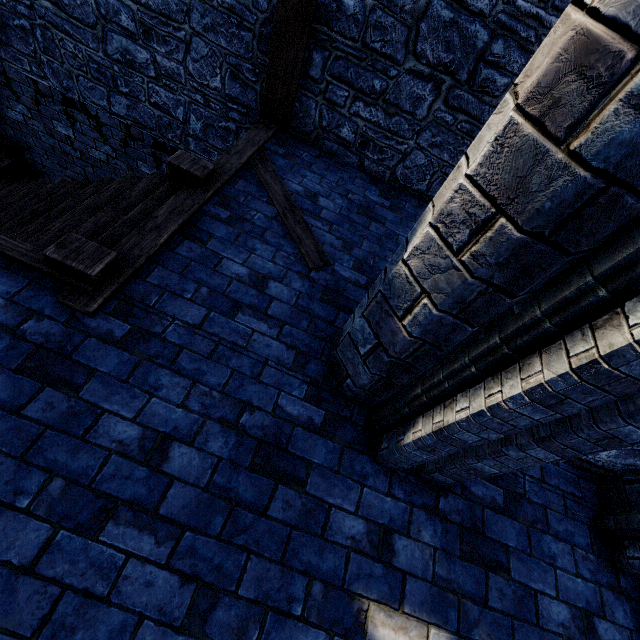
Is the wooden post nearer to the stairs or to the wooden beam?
the wooden beam

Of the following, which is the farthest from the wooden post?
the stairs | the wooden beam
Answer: the stairs

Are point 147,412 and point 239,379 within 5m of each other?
yes

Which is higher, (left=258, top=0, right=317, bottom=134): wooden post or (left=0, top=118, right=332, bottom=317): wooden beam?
(left=258, top=0, right=317, bottom=134): wooden post

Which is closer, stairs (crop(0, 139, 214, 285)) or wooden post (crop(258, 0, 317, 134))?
stairs (crop(0, 139, 214, 285))

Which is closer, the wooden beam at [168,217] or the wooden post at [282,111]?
the wooden beam at [168,217]

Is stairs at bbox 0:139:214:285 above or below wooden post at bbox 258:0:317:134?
below

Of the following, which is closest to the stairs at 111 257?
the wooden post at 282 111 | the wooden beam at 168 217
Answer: the wooden beam at 168 217
